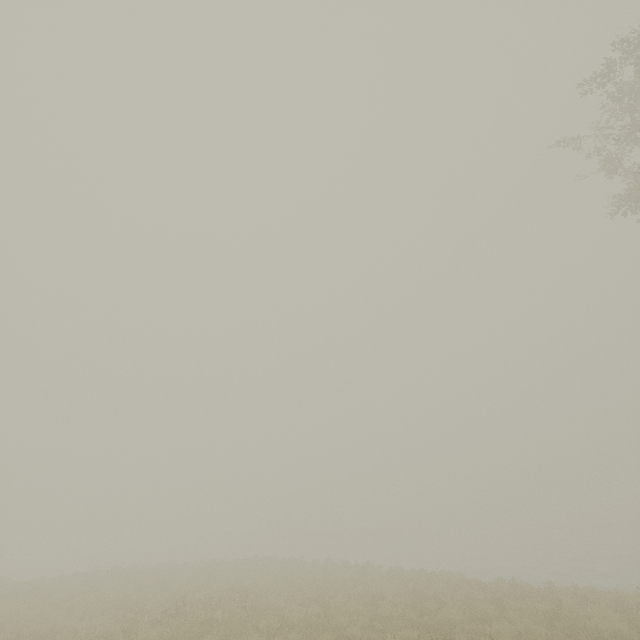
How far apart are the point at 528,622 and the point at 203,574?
16.91m
